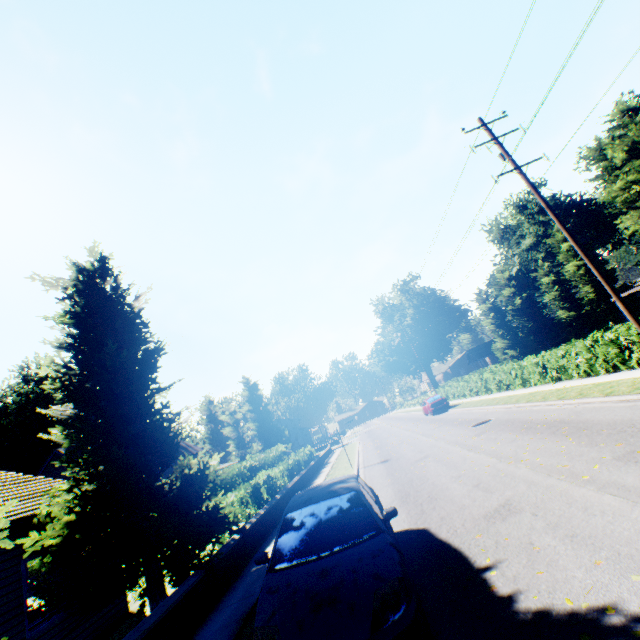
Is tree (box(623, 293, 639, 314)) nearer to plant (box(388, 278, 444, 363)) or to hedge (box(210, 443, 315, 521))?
hedge (box(210, 443, 315, 521))

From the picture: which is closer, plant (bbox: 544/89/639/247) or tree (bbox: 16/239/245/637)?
tree (bbox: 16/239/245/637)

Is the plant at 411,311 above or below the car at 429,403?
above

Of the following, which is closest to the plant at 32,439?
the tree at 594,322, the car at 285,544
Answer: the tree at 594,322

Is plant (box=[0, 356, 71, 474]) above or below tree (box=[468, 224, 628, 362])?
above

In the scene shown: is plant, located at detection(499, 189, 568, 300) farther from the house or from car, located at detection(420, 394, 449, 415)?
car, located at detection(420, 394, 449, 415)

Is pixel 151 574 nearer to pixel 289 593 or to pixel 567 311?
pixel 289 593

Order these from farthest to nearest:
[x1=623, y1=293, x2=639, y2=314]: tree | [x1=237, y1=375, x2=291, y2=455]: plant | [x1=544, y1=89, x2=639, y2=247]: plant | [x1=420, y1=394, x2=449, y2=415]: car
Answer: [x1=237, y1=375, x2=291, y2=455]: plant, [x1=623, y1=293, x2=639, y2=314]: tree, [x1=544, y1=89, x2=639, y2=247]: plant, [x1=420, y1=394, x2=449, y2=415]: car
